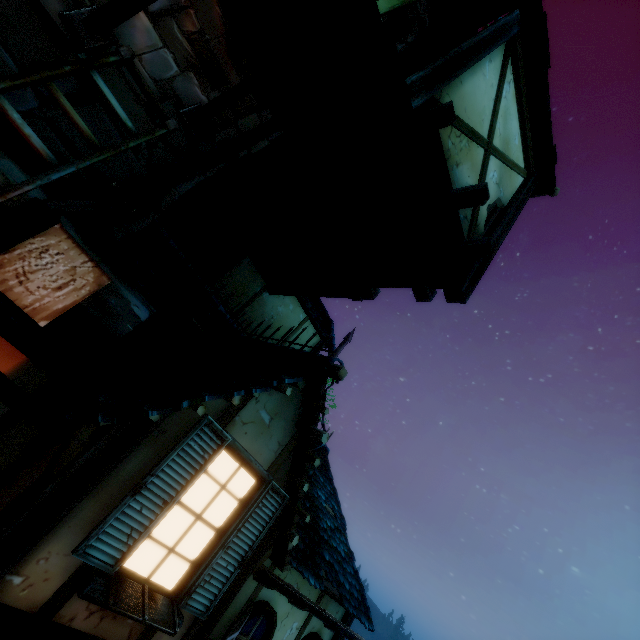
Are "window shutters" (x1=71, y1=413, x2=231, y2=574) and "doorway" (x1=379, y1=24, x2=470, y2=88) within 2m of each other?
no

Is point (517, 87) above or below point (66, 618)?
above

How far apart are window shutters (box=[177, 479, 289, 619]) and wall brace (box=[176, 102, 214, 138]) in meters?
3.6

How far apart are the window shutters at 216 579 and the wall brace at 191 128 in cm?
359

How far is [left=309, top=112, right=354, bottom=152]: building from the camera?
3.5 meters

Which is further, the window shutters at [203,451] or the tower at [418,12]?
the tower at [418,12]

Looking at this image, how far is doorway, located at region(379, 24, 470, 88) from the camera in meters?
3.5

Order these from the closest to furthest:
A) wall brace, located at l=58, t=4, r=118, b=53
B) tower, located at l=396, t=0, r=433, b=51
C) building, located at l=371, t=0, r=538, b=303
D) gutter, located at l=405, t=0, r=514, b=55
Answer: wall brace, located at l=58, t=4, r=118, b=53, building, located at l=371, t=0, r=538, b=303, gutter, located at l=405, t=0, r=514, b=55, tower, located at l=396, t=0, r=433, b=51
